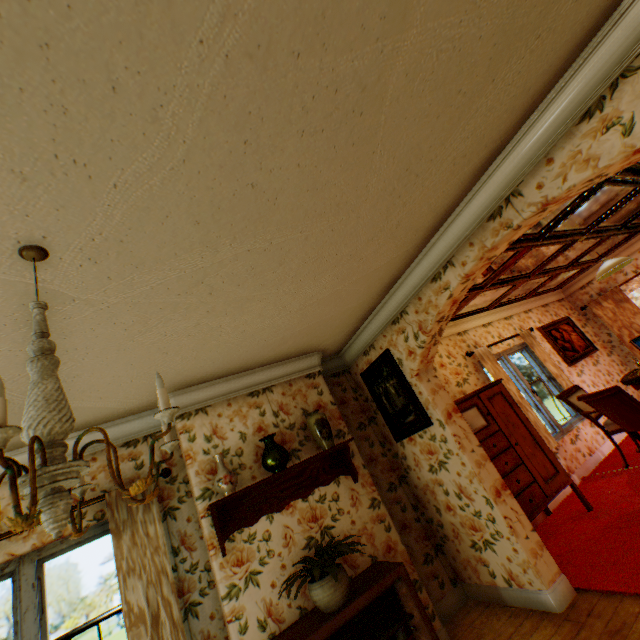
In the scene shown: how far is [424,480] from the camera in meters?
3.9 m

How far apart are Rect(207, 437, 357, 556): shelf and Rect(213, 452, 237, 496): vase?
0.09m

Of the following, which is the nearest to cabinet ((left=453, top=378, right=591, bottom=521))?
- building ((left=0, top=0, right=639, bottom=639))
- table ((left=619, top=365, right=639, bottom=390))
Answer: building ((left=0, top=0, right=639, bottom=639))

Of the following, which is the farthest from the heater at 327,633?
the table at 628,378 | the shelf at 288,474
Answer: the table at 628,378

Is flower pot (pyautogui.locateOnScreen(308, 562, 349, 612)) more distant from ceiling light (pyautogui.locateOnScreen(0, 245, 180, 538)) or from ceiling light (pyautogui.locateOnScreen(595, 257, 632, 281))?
ceiling light (pyautogui.locateOnScreen(595, 257, 632, 281))

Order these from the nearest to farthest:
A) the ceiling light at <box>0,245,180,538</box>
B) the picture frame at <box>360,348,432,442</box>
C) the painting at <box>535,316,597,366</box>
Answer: the ceiling light at <box>0,245,180,538</box>, the picture frame at <box>360,348,432,442</box>, the painting at <box>535,316,597,366</box>

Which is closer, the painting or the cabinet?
the cabinet

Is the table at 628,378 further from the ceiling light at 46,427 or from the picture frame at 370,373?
the ceiling light at 46,427
